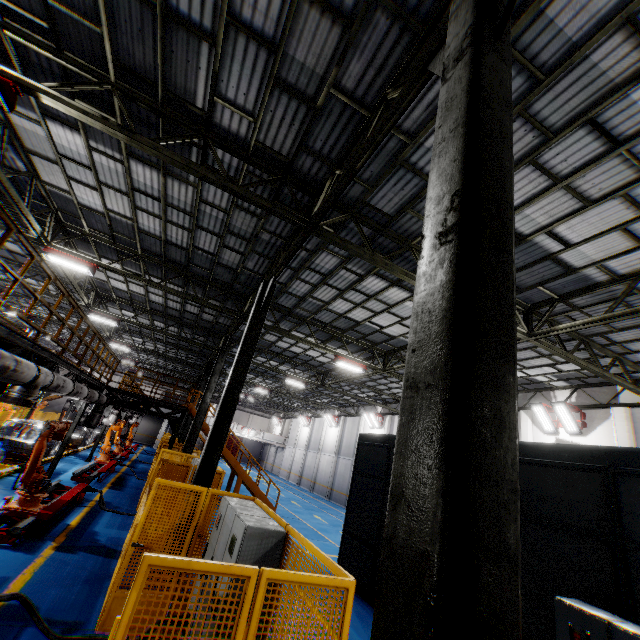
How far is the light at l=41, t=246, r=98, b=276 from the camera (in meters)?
11.61

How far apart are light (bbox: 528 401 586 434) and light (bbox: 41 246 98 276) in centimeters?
2011cm

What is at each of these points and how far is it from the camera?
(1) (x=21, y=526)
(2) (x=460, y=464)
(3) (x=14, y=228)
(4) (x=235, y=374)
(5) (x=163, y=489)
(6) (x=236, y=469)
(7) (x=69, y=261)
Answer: (1) metal platform, 7.25m
(2) metal pole, 1.37m
(3) metal handrail, 5.12m
(4) metal pole, 9.04m
(5) metal panel, 9.30m
(6) metal stair, 17.52m
(7) light, 11.75m

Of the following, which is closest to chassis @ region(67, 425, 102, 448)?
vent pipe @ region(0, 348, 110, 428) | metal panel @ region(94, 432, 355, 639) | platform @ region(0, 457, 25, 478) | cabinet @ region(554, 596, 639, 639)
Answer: platform @ region(0, 457, 25, 478)

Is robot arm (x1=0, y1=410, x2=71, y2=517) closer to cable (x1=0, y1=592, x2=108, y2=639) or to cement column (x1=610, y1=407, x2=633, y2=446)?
cable (x1=0, y1=592, x2=108, y2=639)

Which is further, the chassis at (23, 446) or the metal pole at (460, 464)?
the chassis at (23, 446)

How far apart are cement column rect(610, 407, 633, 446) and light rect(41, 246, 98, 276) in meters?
21.5 m

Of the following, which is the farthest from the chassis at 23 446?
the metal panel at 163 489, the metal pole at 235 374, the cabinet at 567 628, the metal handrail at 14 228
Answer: the cabinet at 567 628
